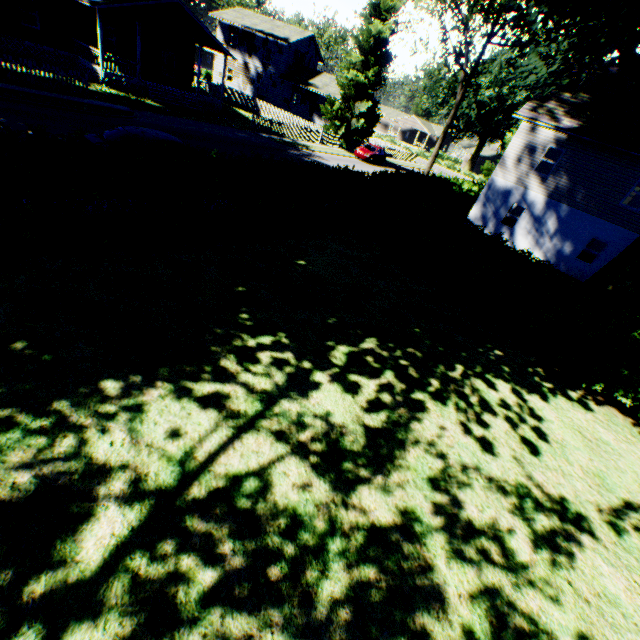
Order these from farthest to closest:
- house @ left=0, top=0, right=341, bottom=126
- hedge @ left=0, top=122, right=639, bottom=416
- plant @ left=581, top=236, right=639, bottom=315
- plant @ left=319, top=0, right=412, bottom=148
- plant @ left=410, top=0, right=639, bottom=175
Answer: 1. plant @ left=319, top=0, right=412, bottom=148
2. house @ left=0, top=0, right=341, bottom=126
3. plant @ left=410, top=0, right=639, bottom=175
4. plant @ left=581, top=236, right=639, bottom=315
5. hedge @ left=0, top=122, right=639, bottom=416

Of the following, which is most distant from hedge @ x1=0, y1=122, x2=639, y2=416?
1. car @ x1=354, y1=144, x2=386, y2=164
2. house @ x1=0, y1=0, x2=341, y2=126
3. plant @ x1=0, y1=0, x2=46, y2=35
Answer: house @ x1=0, y1=0, x2=341, y2=126

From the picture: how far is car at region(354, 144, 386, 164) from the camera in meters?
33.8 m

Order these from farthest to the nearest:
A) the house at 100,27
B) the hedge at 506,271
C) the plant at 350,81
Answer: the plant at 350,81 → the house at 100,27 → the hedge at 506,271

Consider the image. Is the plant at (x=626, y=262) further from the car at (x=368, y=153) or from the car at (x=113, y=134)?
the car at (x=113, y=134)

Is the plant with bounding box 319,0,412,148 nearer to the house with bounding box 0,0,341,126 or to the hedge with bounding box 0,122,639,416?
the house with bounding box 0,0,341,126

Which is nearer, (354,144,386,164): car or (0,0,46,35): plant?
(0,0,46,35): plant

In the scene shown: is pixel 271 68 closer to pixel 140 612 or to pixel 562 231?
pixel 562 231
